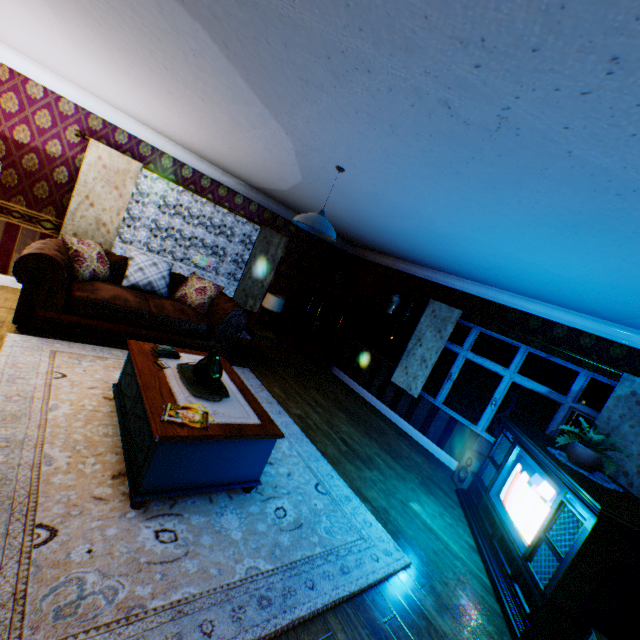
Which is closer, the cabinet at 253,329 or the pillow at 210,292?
the pillow at 210,292

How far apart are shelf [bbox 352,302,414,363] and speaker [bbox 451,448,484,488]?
2.3 meters

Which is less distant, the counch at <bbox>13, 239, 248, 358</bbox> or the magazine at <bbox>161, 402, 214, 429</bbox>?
the magazine at <bbox>161, 402, 214, 429</bbox>

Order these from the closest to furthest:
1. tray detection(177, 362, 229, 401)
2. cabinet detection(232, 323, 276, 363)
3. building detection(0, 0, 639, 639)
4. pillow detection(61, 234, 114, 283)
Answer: building detection(0, 0, 639, 639) → tray detection(177, 362, 229, 401) → pillow detection(61, 234, 114, 283) → cabinet detection(232, 323, 276, 363)

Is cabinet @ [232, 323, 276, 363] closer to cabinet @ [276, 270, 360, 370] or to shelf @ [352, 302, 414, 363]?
cabinet @ [276, 270, 360, 370]

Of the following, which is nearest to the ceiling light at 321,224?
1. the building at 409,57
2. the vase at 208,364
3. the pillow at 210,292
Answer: the building at 409,57

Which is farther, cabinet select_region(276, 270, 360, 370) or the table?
cabinet select_region(276, 270, 360, 370)

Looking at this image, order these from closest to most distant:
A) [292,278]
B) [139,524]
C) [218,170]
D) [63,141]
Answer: [139,524]
[63,141]
[218,170]
[292,278]
